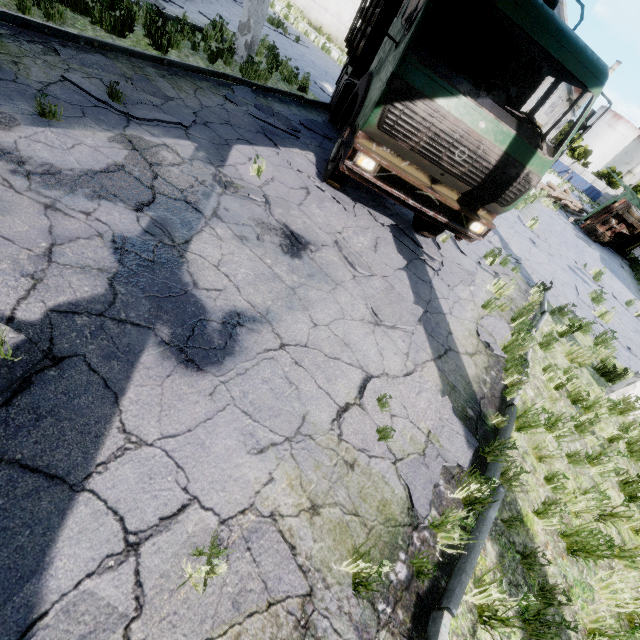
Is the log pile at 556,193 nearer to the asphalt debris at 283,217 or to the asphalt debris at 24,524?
the asphalt debris at 283,217

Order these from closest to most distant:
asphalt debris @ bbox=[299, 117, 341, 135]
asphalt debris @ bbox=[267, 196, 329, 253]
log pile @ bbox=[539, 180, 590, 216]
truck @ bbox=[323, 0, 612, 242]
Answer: truck @ bbox=[323, 0, 612, 242] → asphalt debris @ bbox=[267, 196, 329, 253] → asphalt debris @ bbox=[299, 117, 341, 135] → log pile @ bbox=[539, 180, 590, 216]

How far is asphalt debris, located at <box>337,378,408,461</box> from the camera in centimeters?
307cm

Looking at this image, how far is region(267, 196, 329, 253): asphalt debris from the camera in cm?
475

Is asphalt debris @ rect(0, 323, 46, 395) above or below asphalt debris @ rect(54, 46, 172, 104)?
above

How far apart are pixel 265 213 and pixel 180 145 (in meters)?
1.71

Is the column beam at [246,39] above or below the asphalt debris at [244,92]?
above

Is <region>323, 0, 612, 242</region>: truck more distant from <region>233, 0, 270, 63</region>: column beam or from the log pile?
the log pile
